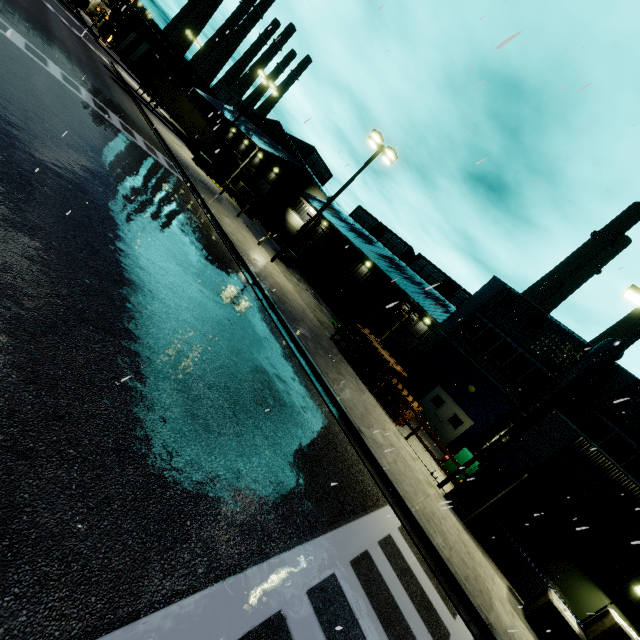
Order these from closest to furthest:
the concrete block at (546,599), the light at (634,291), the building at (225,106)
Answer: the concrete block at (546,599)
the light at (634,291)
the building at (225,106)

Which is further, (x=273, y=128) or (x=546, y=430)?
(x=273, y=128)

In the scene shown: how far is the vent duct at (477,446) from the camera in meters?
16.5

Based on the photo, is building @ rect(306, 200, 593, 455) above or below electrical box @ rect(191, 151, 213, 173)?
above

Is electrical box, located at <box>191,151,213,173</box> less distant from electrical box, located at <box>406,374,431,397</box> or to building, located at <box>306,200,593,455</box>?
building, located at <box>306,200,593,455</box>

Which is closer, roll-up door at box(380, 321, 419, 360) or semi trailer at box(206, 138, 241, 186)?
roll-up door at box(380, 321, 419, 360)

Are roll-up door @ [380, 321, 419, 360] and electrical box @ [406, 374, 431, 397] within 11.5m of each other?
yes

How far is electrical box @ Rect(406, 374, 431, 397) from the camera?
21.1 meters
